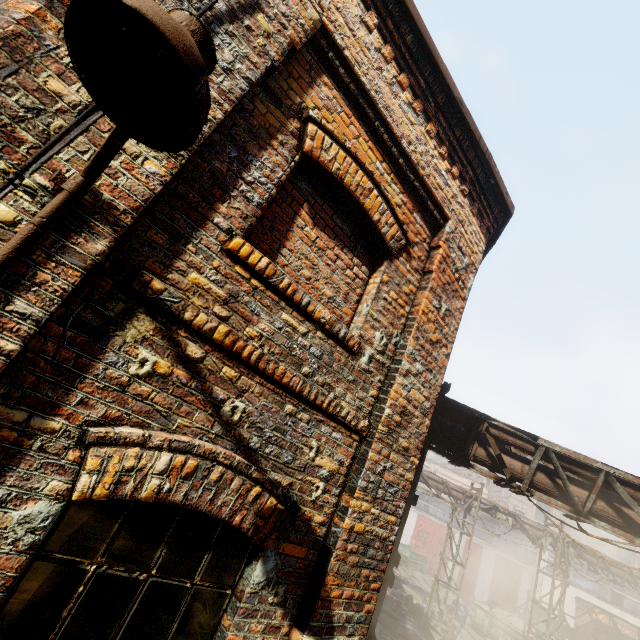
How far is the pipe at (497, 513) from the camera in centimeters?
1588cm

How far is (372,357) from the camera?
3.0m

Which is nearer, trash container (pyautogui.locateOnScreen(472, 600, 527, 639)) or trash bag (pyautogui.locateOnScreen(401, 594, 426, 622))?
trash bag (pyautogui.locateOnScreen(401, 594, 426, 622))

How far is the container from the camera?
27.3m

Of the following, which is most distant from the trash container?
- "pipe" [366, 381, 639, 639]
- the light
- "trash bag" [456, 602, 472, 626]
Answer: the light

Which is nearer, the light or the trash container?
the light

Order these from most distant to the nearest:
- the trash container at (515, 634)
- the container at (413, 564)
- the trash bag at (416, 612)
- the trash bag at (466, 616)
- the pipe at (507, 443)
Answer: the container at (413, 564) → the trash bag at (466, 616) → the trash container at (515, 634) → the trash bag at (416, 612) → the pipe at (507, 443)

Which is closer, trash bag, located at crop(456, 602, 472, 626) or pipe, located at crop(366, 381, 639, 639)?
pipe, located at crop(366, 381, 639, 639)
